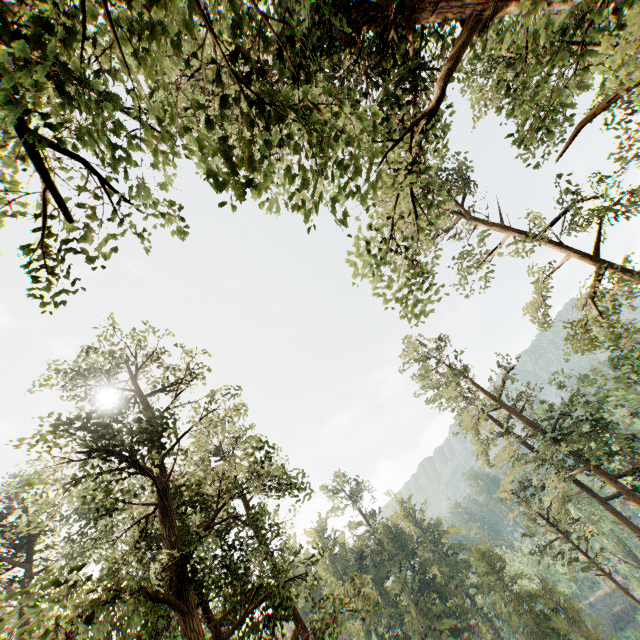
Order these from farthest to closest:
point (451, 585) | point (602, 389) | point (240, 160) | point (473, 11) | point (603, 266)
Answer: point (451, 585) < point (602, 389) < point (603, 266) < point (473, 11) < point (240, 160)
